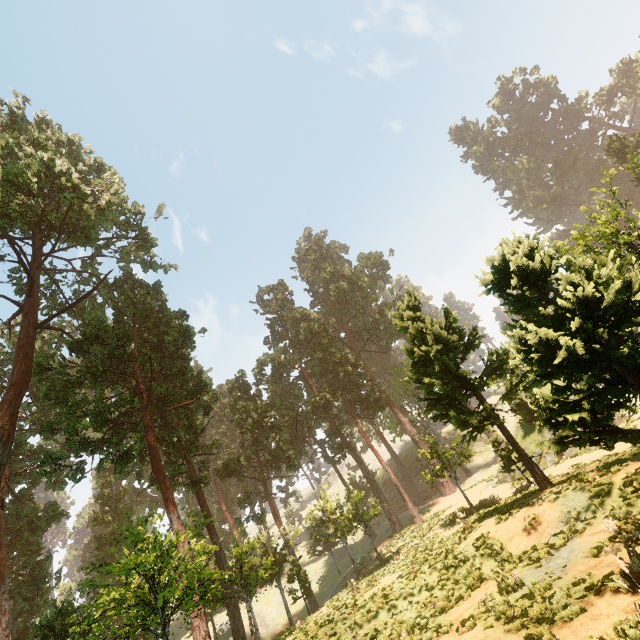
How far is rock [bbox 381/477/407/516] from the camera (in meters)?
49.35

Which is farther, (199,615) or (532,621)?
(199,615)

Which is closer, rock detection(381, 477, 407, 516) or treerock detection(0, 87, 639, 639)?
treerock detection(0, 87, 639, 639)

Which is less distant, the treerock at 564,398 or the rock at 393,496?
the treerock at 564,398
